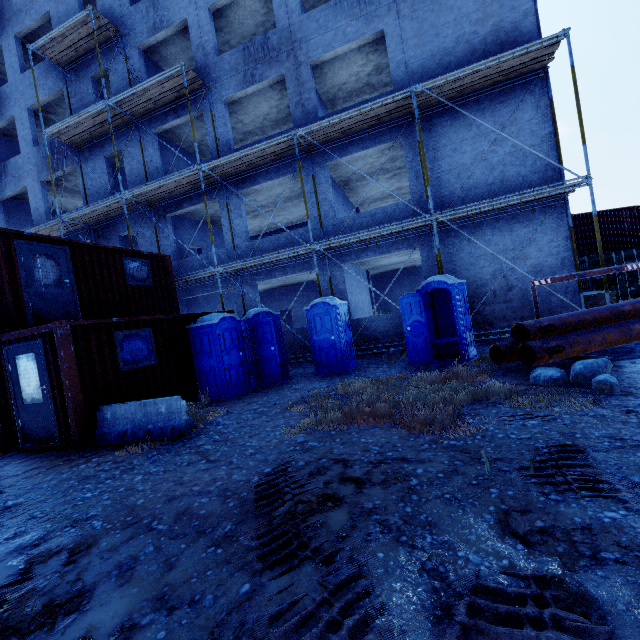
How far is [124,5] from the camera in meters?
15.1 m

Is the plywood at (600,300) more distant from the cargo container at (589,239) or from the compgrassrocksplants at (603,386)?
the compgrassrocksplants at (603,386)

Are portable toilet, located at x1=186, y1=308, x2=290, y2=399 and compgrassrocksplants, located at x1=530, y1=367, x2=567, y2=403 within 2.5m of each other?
no

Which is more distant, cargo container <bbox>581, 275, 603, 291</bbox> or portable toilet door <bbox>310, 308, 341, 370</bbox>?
cargo container <bbox>581, 275, 603, 291</bbox>

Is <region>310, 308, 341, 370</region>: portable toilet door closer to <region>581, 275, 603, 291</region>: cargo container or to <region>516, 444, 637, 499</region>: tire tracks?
<region>516, 444, 637, 499</region>: tire tracks

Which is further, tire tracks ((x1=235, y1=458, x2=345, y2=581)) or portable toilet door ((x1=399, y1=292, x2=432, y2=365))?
portable toilet door ((x1=399, y1=292, x2=432, y2=365))

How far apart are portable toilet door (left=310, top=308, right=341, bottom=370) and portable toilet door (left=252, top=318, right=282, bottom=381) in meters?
1.2 m

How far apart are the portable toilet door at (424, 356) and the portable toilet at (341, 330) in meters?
2.0 m
